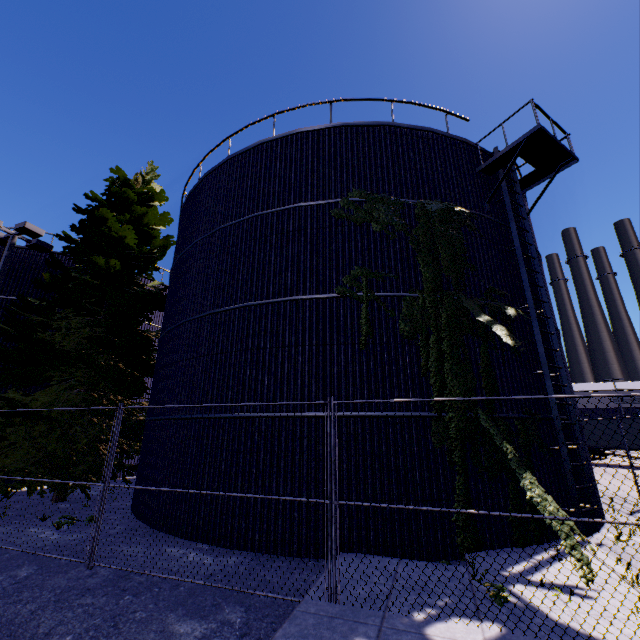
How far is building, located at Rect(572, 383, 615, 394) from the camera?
50.8 meters

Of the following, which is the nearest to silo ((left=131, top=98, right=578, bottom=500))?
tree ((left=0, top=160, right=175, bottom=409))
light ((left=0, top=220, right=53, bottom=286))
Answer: tree ((left=0, top=160, right=175, bottom=409))

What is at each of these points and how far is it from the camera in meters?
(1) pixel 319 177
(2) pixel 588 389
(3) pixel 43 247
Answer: (1) silo, 10.1 m
(2) building, 52.4 m
(3) light, 13.5 m

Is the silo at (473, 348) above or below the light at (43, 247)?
below

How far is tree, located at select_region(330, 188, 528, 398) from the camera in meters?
8.0 m

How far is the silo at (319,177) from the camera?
8.3 meters

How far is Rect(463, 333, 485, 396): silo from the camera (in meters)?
8.14

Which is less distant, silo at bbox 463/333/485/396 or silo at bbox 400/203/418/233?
silo at bbox 463/333/485/396
